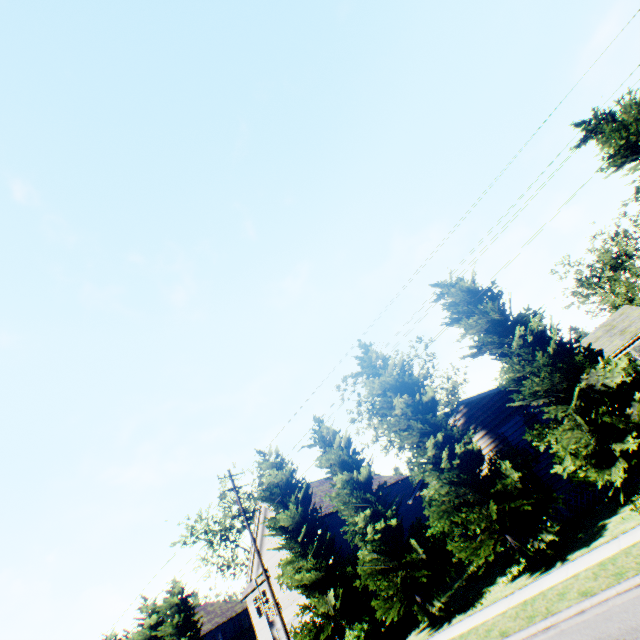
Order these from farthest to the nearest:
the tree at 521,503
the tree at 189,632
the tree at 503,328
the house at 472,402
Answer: the tree at 189,632 → the house at 472,402 → the tree at 521,503 → the tree at 503,328

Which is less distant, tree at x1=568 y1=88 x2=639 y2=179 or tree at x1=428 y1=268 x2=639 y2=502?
tree at x1=428 y1=268 x2=639 y2=502

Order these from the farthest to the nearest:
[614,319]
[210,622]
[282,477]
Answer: [210,622] → [614,319] → [282,477]

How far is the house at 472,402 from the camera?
14.6 meters

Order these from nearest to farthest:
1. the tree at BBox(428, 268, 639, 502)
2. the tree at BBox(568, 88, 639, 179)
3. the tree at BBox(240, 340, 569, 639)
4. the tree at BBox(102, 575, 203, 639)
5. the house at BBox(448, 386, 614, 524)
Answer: the tree at BBox(428, 268, 639, 502)
the tree at BBox(568, 88, 639, 179)
the tree at BBox(240, 340, 569, 639)
the house at BBox(448, 386, 614, 524)
the tree at BBox(102, 575, 203, 639)

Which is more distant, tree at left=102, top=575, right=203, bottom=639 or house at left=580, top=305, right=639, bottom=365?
tree at left=102, top=575, right=203, bottom=639

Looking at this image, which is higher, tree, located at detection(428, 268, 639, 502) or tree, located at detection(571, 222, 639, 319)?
tree, located at detection(571, 222, 639, 319)

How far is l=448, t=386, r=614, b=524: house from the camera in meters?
14.6 m
